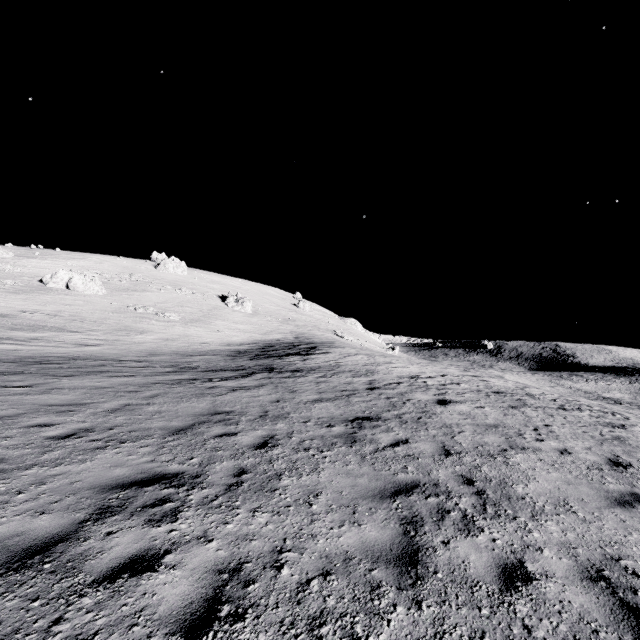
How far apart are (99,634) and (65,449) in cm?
466

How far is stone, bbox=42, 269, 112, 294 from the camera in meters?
42.9

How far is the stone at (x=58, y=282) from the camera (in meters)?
42.91
